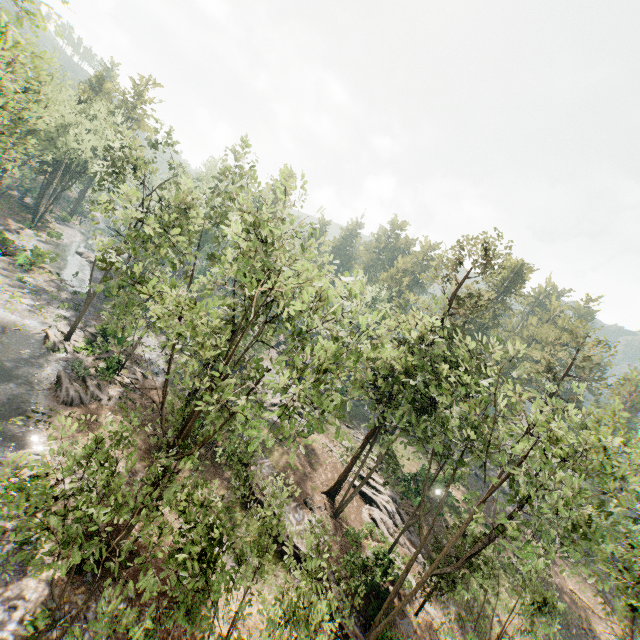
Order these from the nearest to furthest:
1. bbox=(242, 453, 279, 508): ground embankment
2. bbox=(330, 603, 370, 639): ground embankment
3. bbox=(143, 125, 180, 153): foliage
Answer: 1. bbox=(330, 603, 370, 639): ground embankment
2. bbox=(242, 453, 279, 508): ground embankment
3. bbox=(143, 125, 180, 153): foliage

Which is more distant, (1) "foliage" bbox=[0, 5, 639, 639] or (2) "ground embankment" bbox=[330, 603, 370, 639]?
(2) "ground embankment" bbox=[330, 603, 370, 639]

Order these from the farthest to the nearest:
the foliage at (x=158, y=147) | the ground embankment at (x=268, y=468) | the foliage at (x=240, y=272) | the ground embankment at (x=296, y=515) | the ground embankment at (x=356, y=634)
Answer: the foliage at (x=158, y=147) → the ground embankment at (x=268, y=468) → the ground embankment at (x=296, y=515) → the ground embankment at (x=356, y=634) → the foliage at (x=240, y=272)

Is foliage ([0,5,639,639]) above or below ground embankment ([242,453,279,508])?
above

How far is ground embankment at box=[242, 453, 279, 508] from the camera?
24.32m

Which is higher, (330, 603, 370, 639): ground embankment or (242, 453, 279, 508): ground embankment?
(242, 453, 279, 508): ground embankment

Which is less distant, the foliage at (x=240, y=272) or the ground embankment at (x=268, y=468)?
the foliage at (x=240, y=272)

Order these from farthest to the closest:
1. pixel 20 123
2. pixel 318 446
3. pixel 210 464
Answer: pixel 318 446 < pixel 210 464 < pixel 20 123
